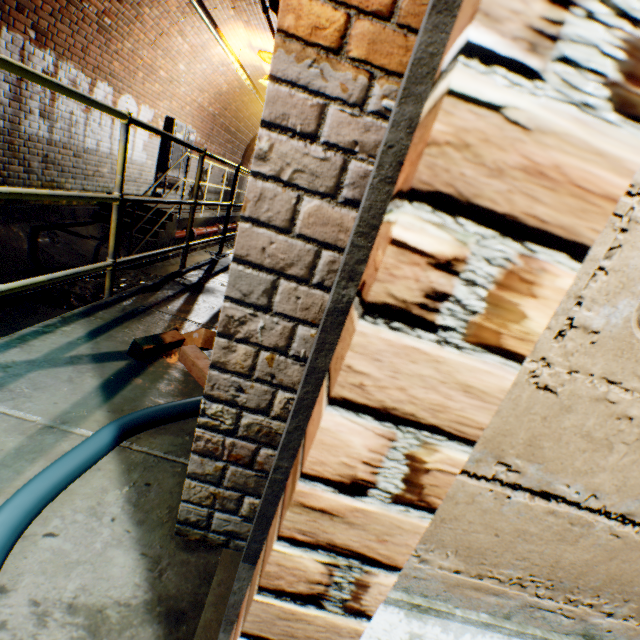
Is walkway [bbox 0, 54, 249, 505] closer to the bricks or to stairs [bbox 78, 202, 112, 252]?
the bricks

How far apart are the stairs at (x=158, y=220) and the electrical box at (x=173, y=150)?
1.5 meters

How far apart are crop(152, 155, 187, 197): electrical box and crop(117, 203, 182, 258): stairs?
1.5 meters

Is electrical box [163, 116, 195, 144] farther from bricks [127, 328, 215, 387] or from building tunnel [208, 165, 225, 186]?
bricks [127, 328, 215, 387]

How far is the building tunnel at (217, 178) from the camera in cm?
1153

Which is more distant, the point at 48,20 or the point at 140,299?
the point at 48,20

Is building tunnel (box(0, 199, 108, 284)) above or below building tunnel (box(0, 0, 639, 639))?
below

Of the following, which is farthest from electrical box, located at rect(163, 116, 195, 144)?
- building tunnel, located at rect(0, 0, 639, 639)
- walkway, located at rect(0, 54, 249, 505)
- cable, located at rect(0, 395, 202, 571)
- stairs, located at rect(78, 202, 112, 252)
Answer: cable, located at rect(0, 395, 202, 571)
